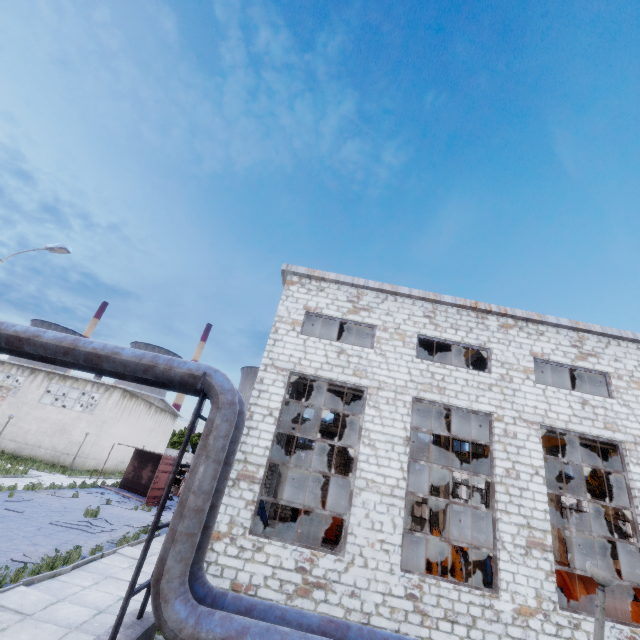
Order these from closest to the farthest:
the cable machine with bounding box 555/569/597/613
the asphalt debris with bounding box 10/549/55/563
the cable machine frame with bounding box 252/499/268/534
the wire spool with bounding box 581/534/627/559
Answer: the asphalt debris with bounding box 10/549/55/563 < the cable machine with bounding box 555/569/597/613 < the cable machine frame with bounding box 252/499/268/534 < the wire spool with bounding box 581/534/627/559

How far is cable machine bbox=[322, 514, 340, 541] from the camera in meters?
21.0 m

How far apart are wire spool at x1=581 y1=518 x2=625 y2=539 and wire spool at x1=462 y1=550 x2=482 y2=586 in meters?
5.2

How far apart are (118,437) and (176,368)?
33.6m

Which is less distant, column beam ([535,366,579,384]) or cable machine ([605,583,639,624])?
cable machine ([605,583,639,624])

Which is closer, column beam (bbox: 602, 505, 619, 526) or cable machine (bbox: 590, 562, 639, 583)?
cable machine (bbox: 590, 562, 639, 583)

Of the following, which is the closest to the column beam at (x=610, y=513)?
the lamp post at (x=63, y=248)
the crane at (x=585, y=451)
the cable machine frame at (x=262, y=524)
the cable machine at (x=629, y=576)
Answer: the cable machine at (x=629, y=576)

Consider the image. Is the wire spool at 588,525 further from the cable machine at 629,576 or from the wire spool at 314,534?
the wire spool at 314,534
